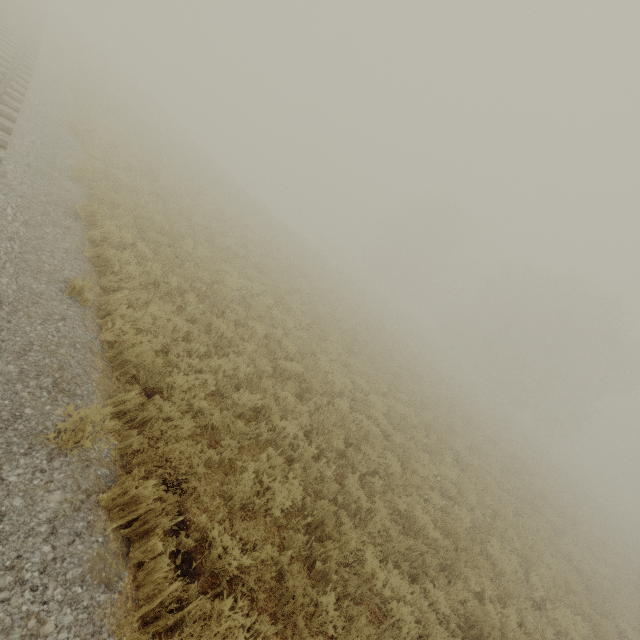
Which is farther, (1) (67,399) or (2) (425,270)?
(2) (425,270)
